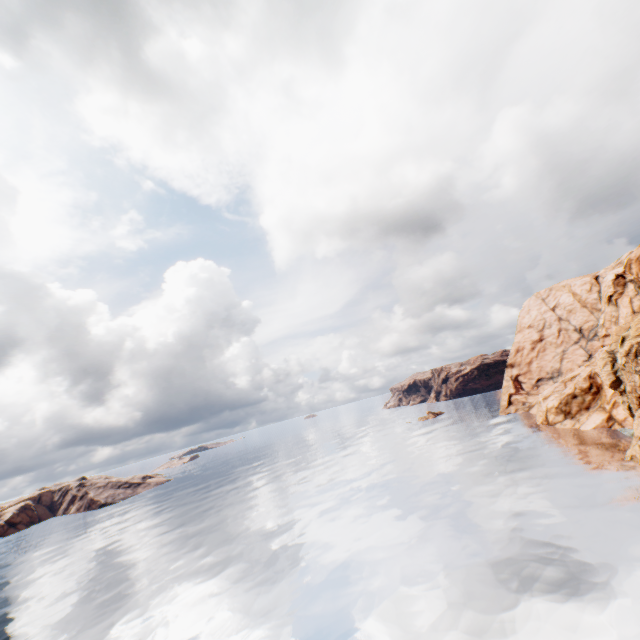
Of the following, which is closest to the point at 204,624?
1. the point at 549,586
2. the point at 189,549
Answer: the point at 189,549
